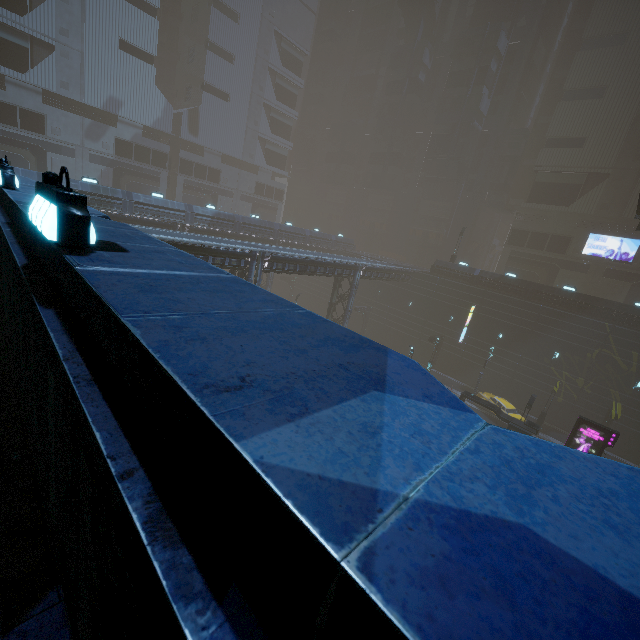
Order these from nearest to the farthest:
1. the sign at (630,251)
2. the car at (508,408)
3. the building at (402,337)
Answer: the building at (402,337)
the car at (508,408)
the sign at (630,251)

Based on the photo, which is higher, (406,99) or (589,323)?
(406,99)

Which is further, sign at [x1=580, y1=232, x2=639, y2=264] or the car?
sign at [x1=580, y1=232, x2=639, y2=264]

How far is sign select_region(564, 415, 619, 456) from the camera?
21.59m

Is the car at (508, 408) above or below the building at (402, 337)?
below

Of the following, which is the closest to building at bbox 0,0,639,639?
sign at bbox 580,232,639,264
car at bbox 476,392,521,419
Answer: sign at bbox 580,232,639,264

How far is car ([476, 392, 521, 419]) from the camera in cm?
3115

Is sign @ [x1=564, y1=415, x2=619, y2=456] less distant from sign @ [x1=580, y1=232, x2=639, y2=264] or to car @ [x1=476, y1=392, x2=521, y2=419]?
car @ [x1=476, y1=392, x2=521, y2=419]
